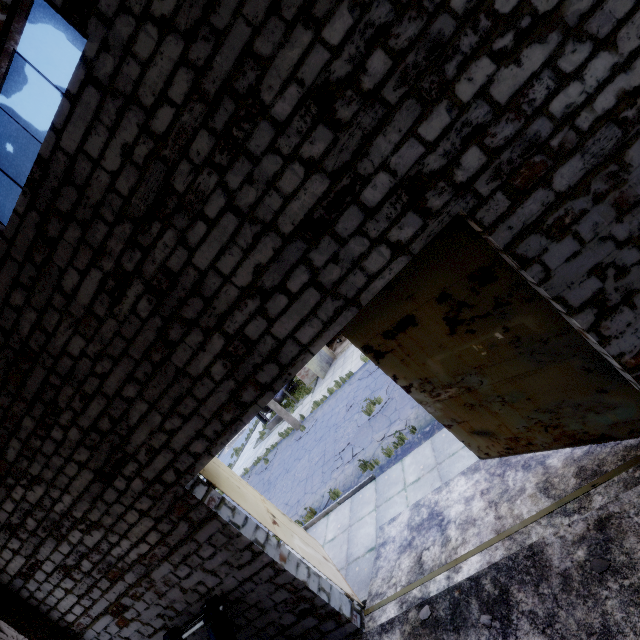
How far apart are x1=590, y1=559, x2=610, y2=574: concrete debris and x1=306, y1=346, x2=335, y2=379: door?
18.8 meters

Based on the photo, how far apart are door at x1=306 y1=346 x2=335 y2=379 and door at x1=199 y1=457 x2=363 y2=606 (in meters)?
14.11

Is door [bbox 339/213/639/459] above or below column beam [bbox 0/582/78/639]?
below

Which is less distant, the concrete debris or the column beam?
the concrete debris

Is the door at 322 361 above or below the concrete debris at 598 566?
above

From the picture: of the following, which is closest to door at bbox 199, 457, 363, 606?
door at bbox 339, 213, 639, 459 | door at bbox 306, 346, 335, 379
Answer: door at bbox 339, 213, 639, 459

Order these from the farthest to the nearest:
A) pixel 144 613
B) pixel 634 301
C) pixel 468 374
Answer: pixel 144 613
pixel 468 374
pixel 634 301

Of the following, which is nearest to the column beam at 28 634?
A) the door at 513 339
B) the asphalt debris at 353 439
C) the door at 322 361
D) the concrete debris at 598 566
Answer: the asphalt debris at 353 439
